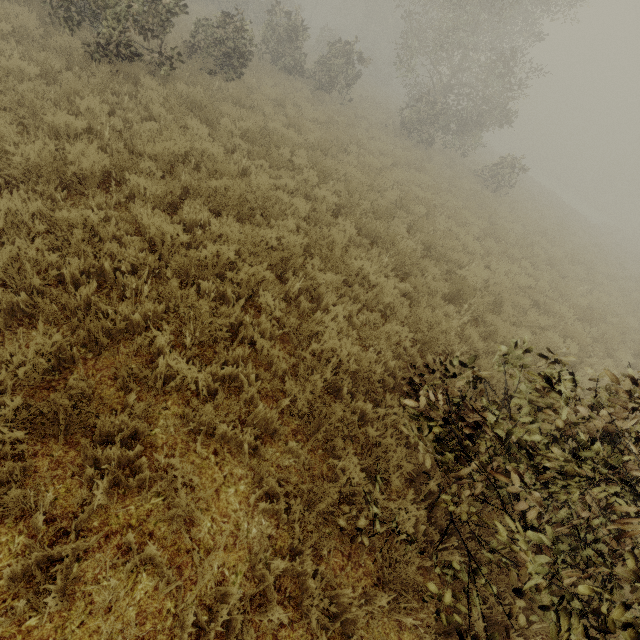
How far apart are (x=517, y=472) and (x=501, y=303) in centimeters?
739cm
